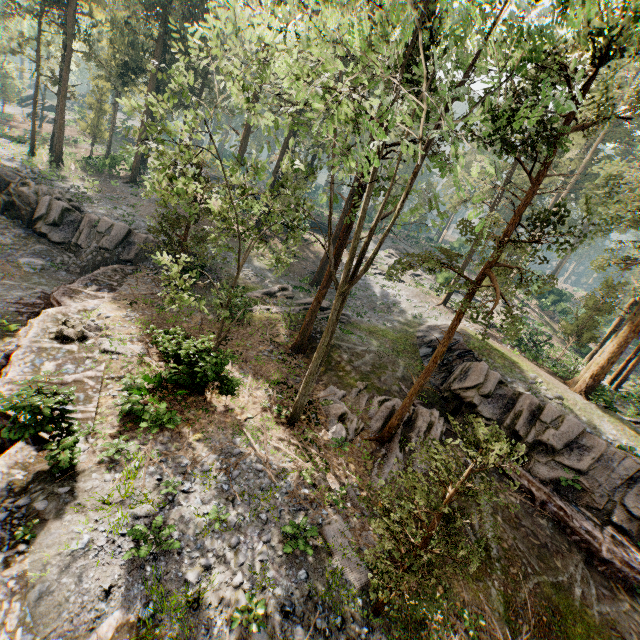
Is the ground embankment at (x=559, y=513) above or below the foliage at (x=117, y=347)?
above

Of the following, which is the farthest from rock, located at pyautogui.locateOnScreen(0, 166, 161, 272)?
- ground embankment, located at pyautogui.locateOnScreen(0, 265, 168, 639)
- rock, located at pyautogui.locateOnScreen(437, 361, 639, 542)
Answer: rock, located at pyautogui.locateOnScreen(437, 361, 639, 542)

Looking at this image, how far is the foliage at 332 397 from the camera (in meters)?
15.06

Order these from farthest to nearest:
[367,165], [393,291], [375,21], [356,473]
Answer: [393,291]
[375,21]
[367,165]
[356,473]

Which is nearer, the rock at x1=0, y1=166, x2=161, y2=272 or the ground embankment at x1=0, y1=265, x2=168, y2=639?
the ground embankment at x1=0, y1=265, x2=168, y2=639

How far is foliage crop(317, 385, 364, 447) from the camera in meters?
15.1 m

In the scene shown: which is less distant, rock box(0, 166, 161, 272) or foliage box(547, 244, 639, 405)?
foliage box(547, 244, 639, 405)
